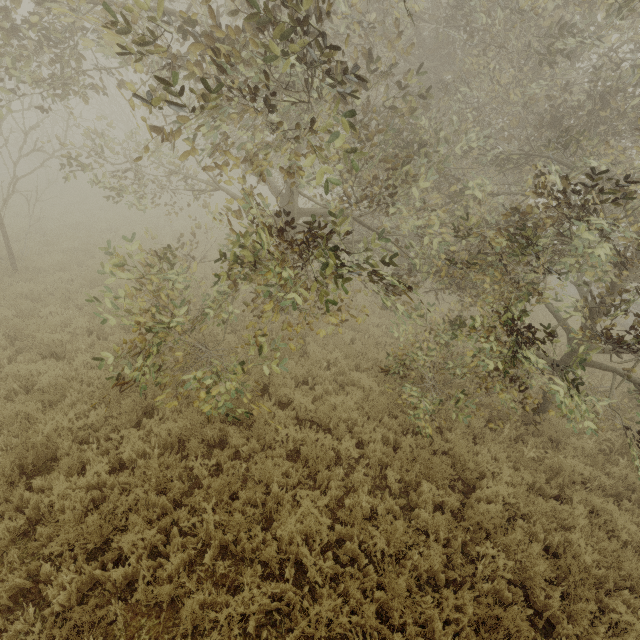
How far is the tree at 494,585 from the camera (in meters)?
4.58

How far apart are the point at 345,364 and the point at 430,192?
5.72m

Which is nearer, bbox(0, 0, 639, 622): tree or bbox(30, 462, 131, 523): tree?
bbox(0, 0, 639, 622): tree

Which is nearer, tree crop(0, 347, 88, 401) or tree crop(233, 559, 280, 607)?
tree crop(233, 559, 280, 607)

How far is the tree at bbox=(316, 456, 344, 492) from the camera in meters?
5.6

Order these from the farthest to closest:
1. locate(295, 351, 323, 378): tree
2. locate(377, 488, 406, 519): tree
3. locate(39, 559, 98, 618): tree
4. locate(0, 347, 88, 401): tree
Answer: locate(295, 351, 323, 378): tree < locate(0, 347, 88, 401): tree < locate(377, 488, 406, 519): tree < locate(39, 559, 98, 618): tree
